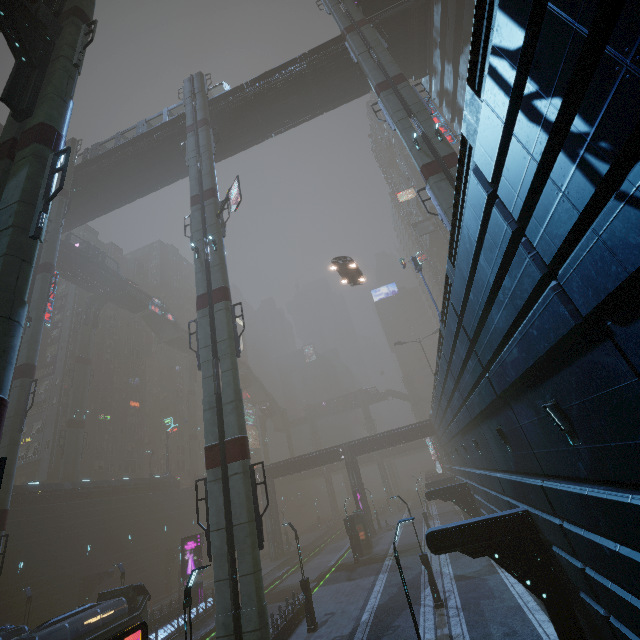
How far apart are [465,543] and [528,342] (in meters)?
8.53

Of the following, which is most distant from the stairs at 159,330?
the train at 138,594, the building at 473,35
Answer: the train at 138,594

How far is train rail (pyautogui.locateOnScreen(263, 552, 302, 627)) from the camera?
29.2 meters

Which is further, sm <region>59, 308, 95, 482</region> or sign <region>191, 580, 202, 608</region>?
sm <region>59, 308, 95, 482</region>

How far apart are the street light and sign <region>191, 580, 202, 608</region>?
14.83m

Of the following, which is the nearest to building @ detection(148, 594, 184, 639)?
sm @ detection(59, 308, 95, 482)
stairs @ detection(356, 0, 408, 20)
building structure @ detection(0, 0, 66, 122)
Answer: building structure @ detection(0, 0, 66, 122)

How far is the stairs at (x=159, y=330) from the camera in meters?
57.9 m
